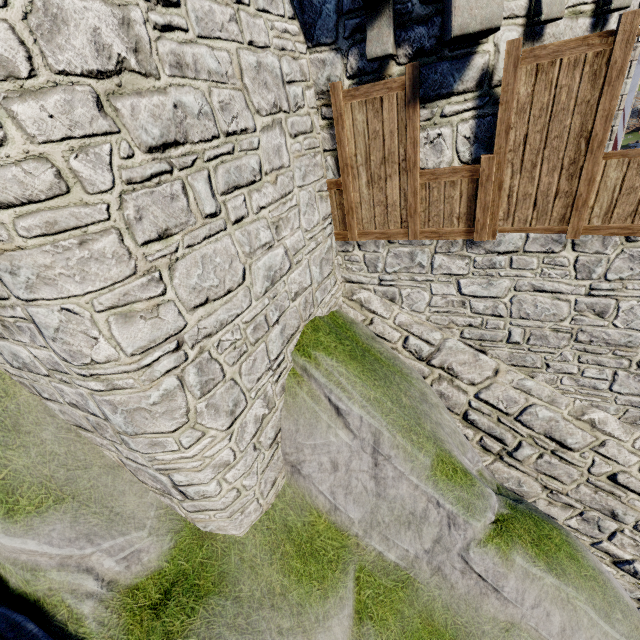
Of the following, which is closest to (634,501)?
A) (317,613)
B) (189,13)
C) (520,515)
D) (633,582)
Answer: (633,582)
